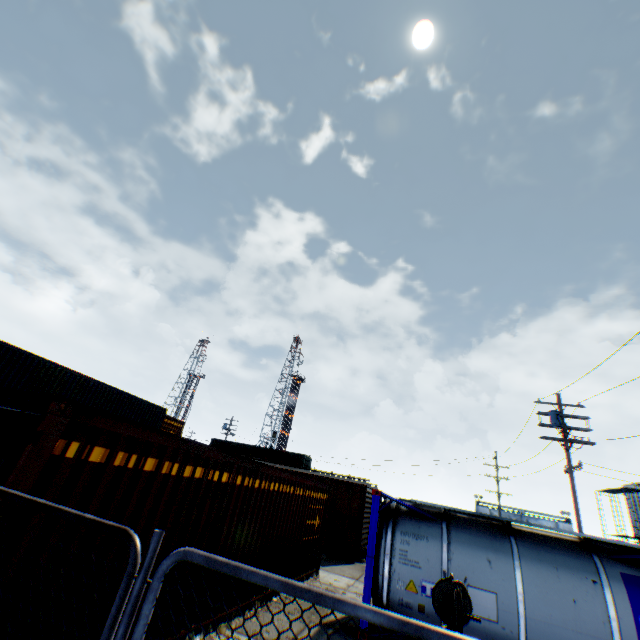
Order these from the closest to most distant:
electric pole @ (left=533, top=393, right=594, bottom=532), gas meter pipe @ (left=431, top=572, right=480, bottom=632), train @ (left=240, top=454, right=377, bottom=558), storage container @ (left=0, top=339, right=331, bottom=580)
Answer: storage container @ (left=0, top=339, right=331, bottom=580) → gas meter pipe @ (left=431, top=572, right=480, bottom=632) → electric pole @ (left=533, top=393, right=594, bottom=532) → train @ (left=240, top=454, right=377, bottom=558)

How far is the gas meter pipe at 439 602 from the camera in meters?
4.6 m

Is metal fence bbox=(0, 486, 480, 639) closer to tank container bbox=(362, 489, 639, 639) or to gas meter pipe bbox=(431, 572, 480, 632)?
tank container bbox=(362, 489, 639, 639)

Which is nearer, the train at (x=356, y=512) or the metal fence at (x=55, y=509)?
the metal fence at (x=55, y=509)

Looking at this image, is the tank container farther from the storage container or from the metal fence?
the storage container

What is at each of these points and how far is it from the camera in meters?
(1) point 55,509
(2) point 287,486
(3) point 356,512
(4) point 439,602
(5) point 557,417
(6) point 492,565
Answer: (1) metal fence, 2.4
(2) storage container, 9.2
(3) train, 17.1
(4) gas meter pipe, 5.4
(5) electric pole, 16.8
(6) tank container, 7.3

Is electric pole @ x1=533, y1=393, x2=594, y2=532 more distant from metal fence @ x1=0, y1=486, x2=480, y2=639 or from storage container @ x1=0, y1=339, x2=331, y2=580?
storage container @ x1=0, y1=339, x2=331, y2=580

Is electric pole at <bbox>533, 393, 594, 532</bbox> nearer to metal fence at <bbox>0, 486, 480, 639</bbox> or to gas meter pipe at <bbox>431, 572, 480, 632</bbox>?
metal fence at <bbox>0, 486, 480, 639</bbox>
